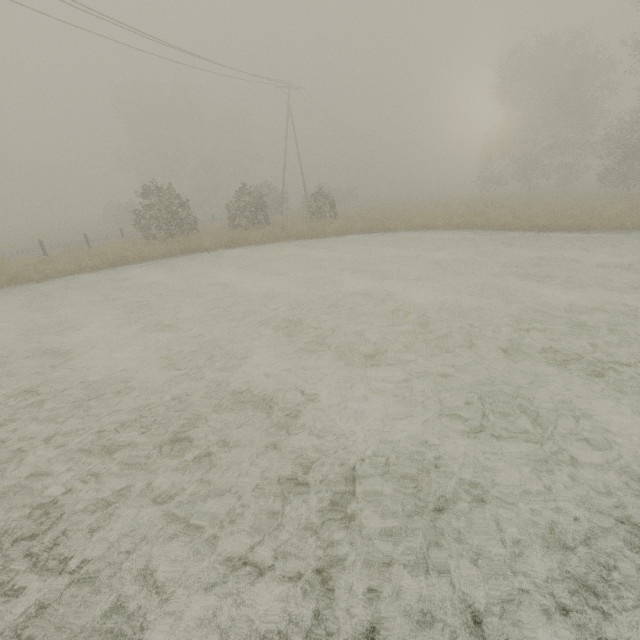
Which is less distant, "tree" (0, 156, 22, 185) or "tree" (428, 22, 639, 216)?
"tree" (428, 22, 639, 216)

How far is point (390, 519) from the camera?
3.11m

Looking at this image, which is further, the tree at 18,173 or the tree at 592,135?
the tree at 18,173
